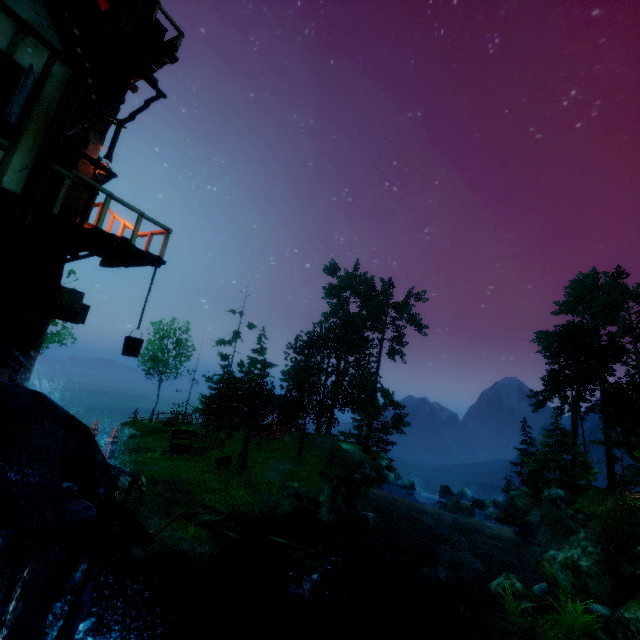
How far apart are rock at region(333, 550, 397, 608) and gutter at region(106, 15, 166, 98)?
19.30m

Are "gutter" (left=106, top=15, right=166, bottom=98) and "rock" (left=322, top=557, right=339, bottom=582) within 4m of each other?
no

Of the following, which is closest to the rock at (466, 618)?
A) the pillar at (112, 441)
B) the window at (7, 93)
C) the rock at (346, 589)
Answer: the rock at (346, 589)

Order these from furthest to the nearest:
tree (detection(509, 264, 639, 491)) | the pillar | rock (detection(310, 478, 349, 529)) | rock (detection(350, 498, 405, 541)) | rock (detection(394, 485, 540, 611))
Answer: tree (detection(509, 264, 639, 491)) → rock (detection(350, 498, 405, 541)) → rock (detection(310, 478, 349, 529)) → the pillar → rock (detection(394, 485, 540, 611))

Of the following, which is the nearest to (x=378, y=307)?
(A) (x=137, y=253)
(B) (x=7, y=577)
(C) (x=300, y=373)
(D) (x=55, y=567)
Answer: (C) (x=300, y=373)

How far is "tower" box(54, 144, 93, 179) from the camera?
7.94m

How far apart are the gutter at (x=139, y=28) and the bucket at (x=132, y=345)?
7.2m

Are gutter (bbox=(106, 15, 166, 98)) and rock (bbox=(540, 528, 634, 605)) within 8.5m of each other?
no
